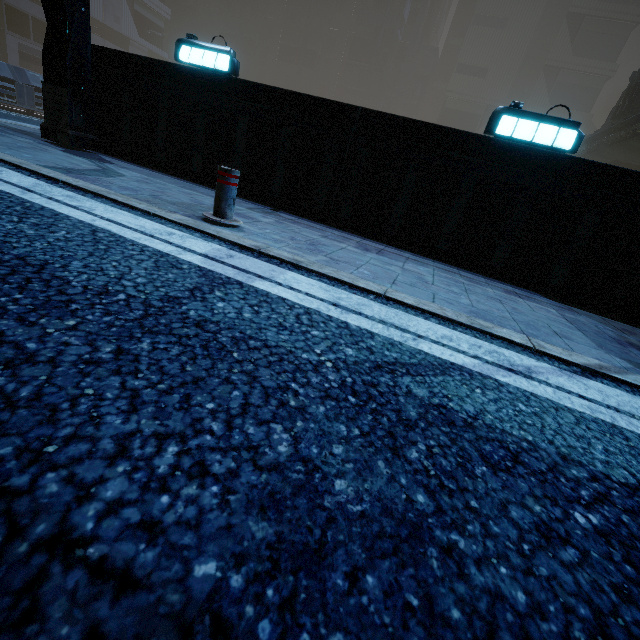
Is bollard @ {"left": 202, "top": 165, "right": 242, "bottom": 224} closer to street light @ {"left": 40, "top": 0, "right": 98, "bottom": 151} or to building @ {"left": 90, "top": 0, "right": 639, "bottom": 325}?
building @ {"left": 90, "top": 0, "right": 639, "bottom": 325}

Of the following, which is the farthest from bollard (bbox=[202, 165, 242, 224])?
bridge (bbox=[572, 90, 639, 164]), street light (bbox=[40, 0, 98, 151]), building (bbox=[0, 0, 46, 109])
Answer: bridge (bbox=[572, 90, 639, 164])

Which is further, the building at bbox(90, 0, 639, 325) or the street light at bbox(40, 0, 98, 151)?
the street light at bbox(40, 0, 98, 151)

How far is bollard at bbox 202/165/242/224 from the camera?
3.5 meters

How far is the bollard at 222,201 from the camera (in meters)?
3.49

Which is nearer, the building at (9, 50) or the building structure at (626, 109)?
the building at (9, 50)

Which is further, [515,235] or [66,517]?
[515,235]

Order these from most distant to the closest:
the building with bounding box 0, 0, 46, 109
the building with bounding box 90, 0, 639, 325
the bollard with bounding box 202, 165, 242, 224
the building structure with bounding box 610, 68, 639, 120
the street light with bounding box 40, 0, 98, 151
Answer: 1. the building structure with bounding box 610, 68, 639, 120
2. the building with bounding box 0, 0, 46, 109
3. the street light with bounding box 40, 0, 98, 151
4. the building with bounding box 90, 0, 639, 325
5. the bollard with bounding box 202, 165, 242, 224
